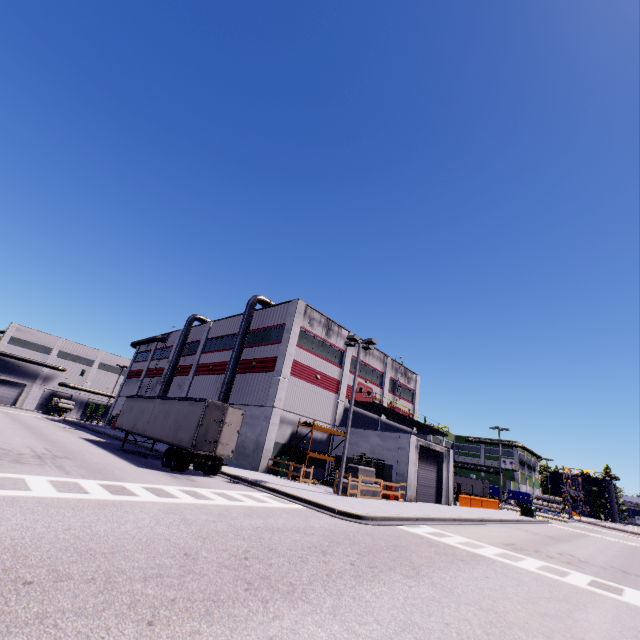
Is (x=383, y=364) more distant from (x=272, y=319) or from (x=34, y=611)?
(x=34, y=611)

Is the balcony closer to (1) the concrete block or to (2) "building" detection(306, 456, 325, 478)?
(2) "building" detection(306, 456, 325, 478)

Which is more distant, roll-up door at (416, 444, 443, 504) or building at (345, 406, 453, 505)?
roll-up door at (416, 444, 443, 504)

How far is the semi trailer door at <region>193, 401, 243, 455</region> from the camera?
17.45m

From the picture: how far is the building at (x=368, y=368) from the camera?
36.88m

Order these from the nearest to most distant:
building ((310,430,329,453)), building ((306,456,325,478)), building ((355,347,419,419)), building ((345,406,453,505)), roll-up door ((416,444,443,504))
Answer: building ((345,406,453,505))
roll-up door ((416,444,443,504))
building ((306,456,325,478))
building ((310,430,329,453))
building ((355,347,419,419))

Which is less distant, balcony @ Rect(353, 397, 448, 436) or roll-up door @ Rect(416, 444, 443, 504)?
roll-up door @ Rect(416, 444, 443, 504)

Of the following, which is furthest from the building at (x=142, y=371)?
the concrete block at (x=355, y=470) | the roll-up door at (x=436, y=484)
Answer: the concrete block at (x=355, y=470)
